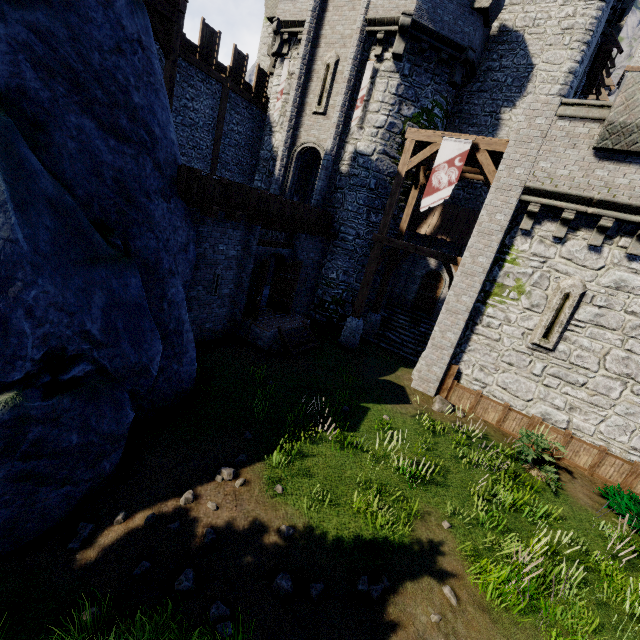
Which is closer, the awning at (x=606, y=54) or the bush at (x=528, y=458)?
the bush at (x=528, y=458)

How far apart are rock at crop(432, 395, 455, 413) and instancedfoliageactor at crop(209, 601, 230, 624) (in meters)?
9.15

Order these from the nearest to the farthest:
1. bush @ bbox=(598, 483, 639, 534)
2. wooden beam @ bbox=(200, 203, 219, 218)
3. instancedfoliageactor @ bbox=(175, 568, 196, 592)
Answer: instancedfoliageactor @ bbox=(175, 568, 196, 592), bush @ bbox=(598, 483, 639, 534), wooden beam @ bbox=(200, 203, 219, 218)

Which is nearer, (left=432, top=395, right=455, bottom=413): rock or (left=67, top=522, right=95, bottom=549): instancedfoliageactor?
(left=67, top=522, right=95, bottom=549): instancedfoliageactor

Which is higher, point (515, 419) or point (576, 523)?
point (515, 419)

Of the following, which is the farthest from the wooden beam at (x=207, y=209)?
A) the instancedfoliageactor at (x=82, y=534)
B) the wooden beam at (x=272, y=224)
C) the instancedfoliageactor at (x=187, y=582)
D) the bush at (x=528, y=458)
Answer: the bush at (x=528, y=458)

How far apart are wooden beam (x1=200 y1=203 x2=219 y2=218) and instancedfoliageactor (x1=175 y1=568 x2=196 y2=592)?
8.6m

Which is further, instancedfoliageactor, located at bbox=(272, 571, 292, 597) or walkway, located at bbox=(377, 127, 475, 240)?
walkway, located at bbox=(377, 127, 475, 240)
